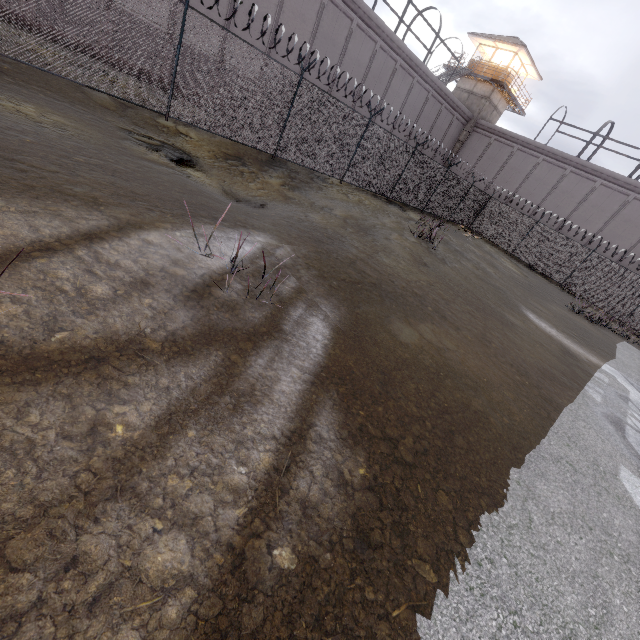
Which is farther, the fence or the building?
the building

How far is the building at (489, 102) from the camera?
30.6 meters

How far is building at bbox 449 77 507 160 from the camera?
30.6 meters

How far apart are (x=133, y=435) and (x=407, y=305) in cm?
538

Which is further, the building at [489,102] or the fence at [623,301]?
the building at [489,102]

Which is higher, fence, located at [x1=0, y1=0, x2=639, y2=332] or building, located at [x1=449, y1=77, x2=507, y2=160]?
building, located at [x1=449, y1=77, x2=507, y2=160]
